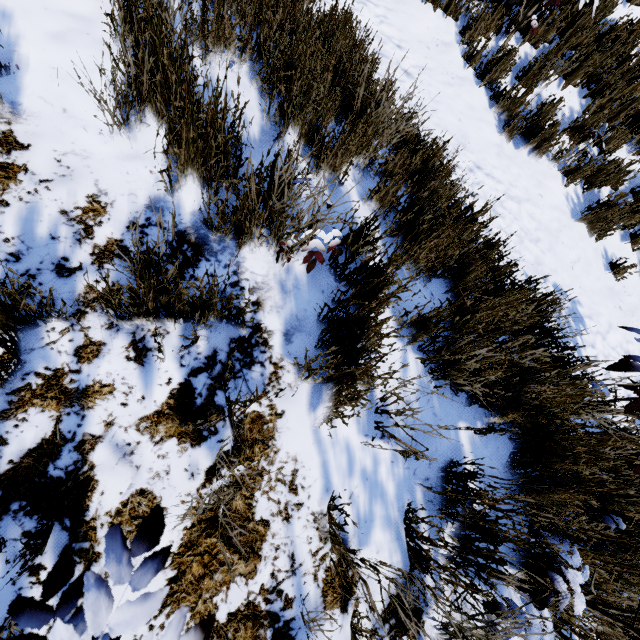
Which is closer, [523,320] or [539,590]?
[539,590]

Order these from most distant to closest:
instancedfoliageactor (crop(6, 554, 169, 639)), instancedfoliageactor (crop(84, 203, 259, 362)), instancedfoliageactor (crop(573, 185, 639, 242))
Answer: instancedfoliageactor (crop(573, 185, 639, 242))
instancedfoliageactor (crop(84, 203, 259, 362))
instancedfoliageactor (crop(6, 554, 169, 639))

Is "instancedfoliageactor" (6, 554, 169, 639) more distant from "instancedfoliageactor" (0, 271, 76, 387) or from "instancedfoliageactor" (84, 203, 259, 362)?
"instancedfoliageactor" (0, 271, 76, 387)

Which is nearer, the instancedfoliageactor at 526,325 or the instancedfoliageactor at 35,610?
the instancedfoliageactor at 35,610

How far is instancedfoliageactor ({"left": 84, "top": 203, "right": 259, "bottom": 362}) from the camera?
1.03m

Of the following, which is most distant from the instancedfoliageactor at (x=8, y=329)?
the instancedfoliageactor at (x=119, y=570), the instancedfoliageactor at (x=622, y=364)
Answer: the instancedfoliageactor at (x=622, y=364)

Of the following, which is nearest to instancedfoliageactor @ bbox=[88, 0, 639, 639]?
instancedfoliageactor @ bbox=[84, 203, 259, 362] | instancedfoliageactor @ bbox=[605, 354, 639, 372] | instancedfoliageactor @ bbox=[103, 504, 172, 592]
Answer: instancedfoliageactor @ bbox=[84, 203, 259, 362]
